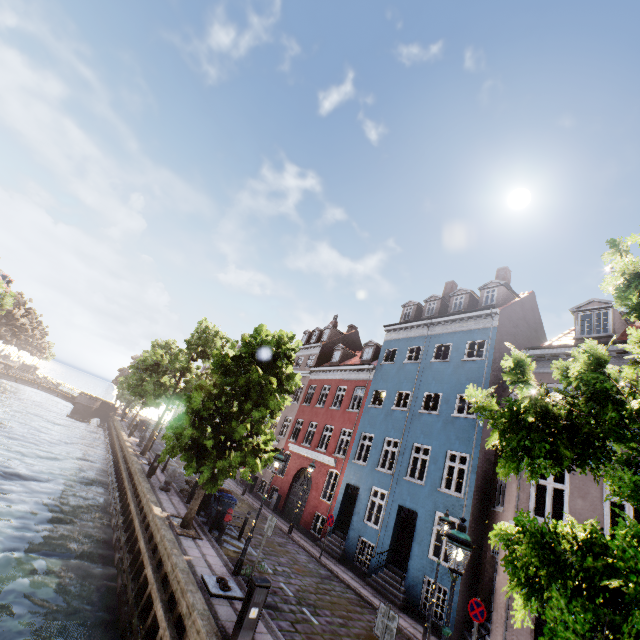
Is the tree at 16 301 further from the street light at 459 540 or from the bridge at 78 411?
the bridge at 78 411

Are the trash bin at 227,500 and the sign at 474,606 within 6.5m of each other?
no

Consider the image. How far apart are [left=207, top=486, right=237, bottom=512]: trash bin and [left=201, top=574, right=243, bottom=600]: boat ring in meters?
4.9 m

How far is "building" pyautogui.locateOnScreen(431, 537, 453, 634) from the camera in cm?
1197

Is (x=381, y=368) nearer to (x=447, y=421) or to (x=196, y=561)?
(x=447, y=421)

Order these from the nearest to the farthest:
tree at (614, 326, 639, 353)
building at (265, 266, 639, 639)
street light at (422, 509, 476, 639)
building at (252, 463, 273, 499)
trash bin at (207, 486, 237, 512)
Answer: tree at (614, 326, 639, 353), street light at (422, 509, 476, 639), building at (265, 266, 639, 639), trash bin at (207, 486, 237, 512), building at (252, 463, 273, 499)

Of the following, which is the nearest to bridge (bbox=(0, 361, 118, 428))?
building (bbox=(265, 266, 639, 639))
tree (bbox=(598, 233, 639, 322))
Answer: tree (bbox=(598, 233, 639, 322))
